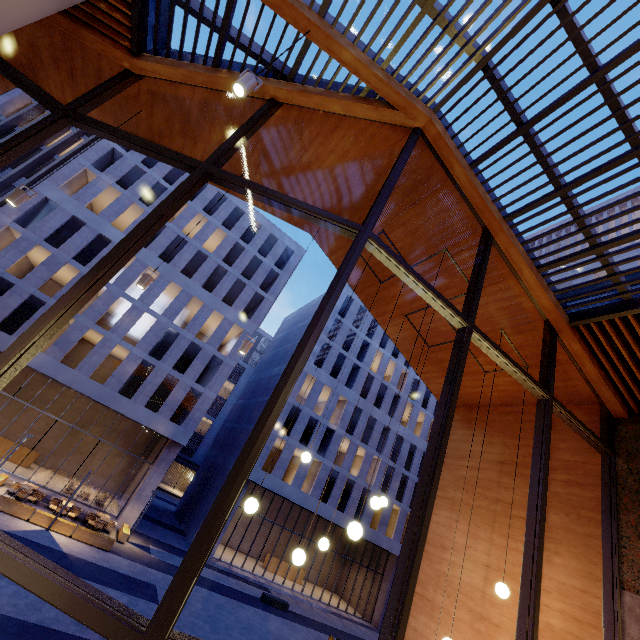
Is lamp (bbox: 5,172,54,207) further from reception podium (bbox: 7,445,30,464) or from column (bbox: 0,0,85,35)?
reception podium (bbox: 7,445,30,464)

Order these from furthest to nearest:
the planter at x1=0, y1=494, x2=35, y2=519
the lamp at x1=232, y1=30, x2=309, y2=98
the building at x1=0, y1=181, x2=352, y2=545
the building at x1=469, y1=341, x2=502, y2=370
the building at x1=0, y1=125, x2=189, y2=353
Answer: the building at x1=0, y1=181, x2=352, y2=545
the building at x1=0, y1=125, x2=189, y2=353
the planter at x1=0, y1=494, x2=35, y2=519
the building at x1=469, y1=341, x2=502, y2=370
the lamp at x1=232, y1=30, x2=309, y2=98

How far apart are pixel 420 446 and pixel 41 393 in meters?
35.5

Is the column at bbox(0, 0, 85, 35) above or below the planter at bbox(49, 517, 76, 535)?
above

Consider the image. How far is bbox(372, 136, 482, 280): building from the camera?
5.7 meters

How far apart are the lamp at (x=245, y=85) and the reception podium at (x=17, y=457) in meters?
30.4 m

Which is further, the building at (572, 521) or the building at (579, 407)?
the building at (579, 407)
